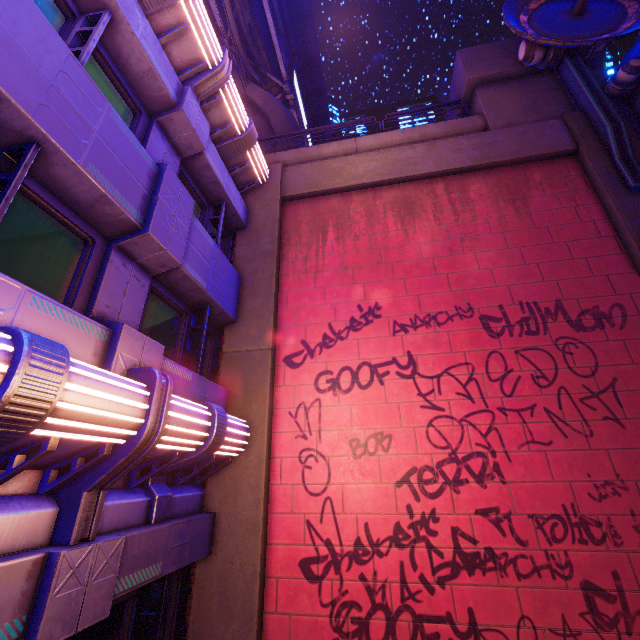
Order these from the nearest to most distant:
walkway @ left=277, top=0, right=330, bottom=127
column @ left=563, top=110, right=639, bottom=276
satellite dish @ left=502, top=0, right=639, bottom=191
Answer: column @ left=563, top=110, right=639, bottom=276
satellite dish @ left=502, top=0, right=639, bottom=191
walkway @ left=277, top=0, right=330, bottom=127

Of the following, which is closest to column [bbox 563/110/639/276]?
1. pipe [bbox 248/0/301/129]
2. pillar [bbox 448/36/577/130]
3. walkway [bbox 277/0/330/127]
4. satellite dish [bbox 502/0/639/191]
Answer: satellite dish [bbox 502/0/639/191]

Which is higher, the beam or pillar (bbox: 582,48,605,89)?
pillar (bbox: 582,48,605,89)

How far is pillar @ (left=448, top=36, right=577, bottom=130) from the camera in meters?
9.8 m

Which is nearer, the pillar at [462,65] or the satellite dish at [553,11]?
the satellite dish at [553,11]

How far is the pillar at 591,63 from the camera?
9.8 meters

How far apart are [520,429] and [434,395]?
1.62m
